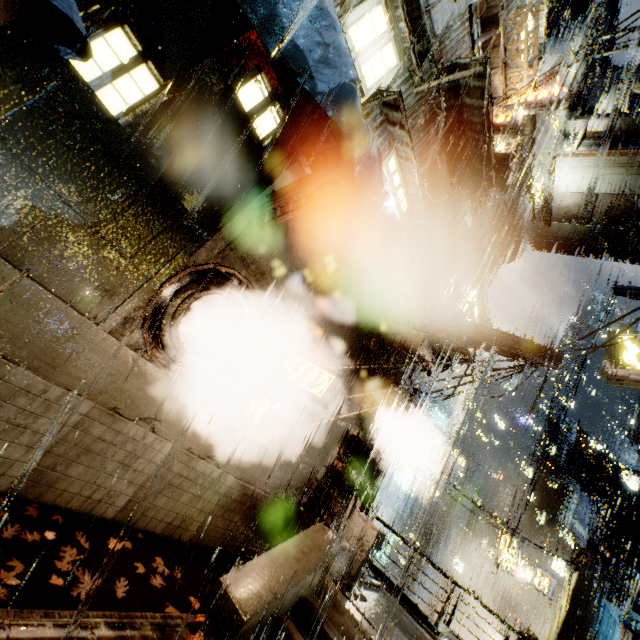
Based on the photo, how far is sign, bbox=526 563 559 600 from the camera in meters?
19.9

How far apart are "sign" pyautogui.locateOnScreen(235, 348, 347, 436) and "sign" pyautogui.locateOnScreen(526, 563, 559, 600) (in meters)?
22.93

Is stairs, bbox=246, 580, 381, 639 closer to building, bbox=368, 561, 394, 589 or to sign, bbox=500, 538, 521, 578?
building, bbox=368, 561, 394, 589

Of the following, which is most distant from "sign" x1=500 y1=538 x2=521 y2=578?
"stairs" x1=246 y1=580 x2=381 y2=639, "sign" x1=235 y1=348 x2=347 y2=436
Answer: "sign" x1=235 y1=348 x2=347 y2=436

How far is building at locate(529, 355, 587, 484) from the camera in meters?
21.2

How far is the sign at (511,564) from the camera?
21.0m

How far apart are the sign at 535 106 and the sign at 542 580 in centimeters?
2502cm

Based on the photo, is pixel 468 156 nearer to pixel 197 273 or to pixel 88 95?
pixel 197 273
